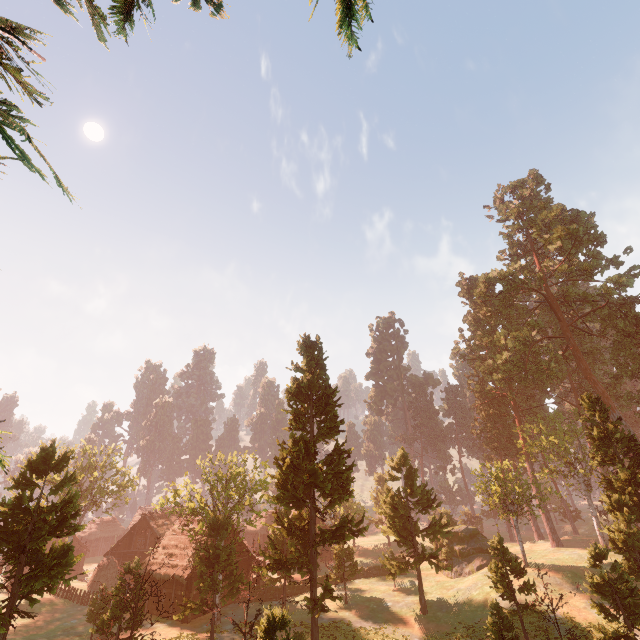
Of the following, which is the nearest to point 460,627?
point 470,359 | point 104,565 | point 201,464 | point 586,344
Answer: point 201,464

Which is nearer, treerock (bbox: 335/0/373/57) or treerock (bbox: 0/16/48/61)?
treerock (bbox: 0/16/48/61)

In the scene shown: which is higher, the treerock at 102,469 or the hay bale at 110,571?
the treerock at 102,469

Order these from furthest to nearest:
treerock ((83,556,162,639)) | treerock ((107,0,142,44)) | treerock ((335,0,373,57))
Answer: treerock ((83,556,162,639)) → treerock ((107,0,142,44)) → treerock ((335,0,373,57))

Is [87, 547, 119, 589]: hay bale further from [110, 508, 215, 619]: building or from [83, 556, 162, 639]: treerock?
[83, 556, 162, 639]: treerock

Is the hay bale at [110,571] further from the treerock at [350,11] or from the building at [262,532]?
the treerock at [350,11]

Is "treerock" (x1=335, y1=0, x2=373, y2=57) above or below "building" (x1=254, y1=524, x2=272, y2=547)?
above

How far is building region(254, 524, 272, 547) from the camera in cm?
5816
